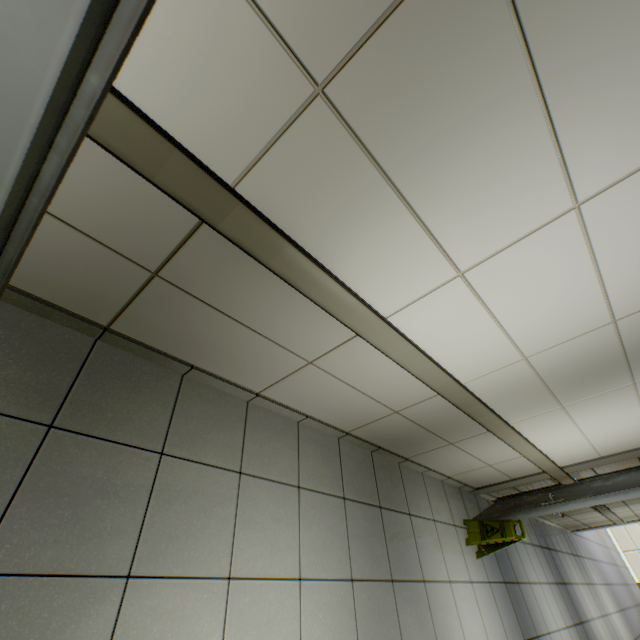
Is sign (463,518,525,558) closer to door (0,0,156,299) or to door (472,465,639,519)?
door (472,465,639,519)

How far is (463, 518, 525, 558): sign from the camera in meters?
3.5

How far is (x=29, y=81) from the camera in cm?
54

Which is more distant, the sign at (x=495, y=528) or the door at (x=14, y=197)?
the sign at (x=495, y=528)

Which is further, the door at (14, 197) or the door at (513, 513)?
the door at (513, 513)

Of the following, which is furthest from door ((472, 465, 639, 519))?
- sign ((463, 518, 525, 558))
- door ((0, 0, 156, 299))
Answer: door ((0, 0, 156, 299))

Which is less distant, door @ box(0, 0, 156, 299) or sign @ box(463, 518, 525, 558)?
door @ box(0, 0, 156, 299)
